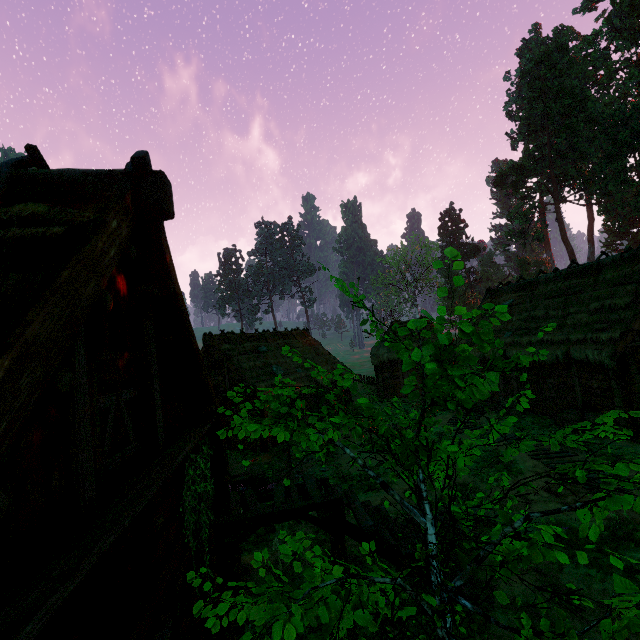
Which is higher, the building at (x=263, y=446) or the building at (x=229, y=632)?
the building at (x=229, y=632)

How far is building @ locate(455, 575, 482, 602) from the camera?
5.7m

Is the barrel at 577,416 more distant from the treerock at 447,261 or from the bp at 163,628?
the bp at 163,628

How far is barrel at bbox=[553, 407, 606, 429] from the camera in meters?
13.3

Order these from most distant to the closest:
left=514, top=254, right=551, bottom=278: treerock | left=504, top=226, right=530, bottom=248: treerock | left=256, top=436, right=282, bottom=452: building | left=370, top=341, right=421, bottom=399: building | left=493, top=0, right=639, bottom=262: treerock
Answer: left=514, top=254, right=551, bottom=278: treerock, left=504, top=226, right=530, bottom=248: treerock, left=493, top=0, right=639, bottom=262: treerock, left=370, top=341, right=421, bottom=399: building, left=256, top=436, right=282, bottom=452: building

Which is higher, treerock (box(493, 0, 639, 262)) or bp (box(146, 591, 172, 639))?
treerock (box(493, 0, 639, 262))

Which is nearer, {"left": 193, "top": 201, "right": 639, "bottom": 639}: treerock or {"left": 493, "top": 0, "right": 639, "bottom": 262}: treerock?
{"left": 193, "top": 201, "right": 639, "bottom": 639}: treerock

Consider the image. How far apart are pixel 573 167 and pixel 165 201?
53.4m
